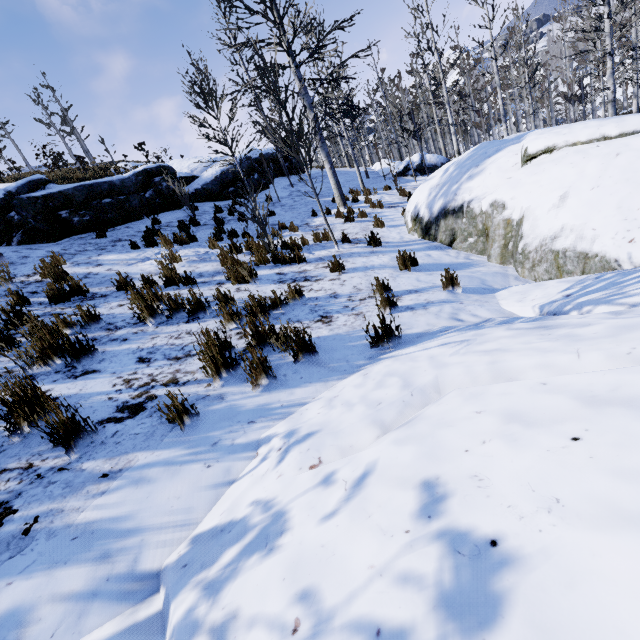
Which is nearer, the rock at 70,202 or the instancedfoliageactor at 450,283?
the instancedfoliageactor at 450,283

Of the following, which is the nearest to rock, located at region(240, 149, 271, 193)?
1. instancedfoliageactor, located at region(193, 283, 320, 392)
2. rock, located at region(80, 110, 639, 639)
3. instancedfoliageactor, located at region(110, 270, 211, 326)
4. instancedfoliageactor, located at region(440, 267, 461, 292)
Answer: instancedfoliageactor, located at region(110, 270, 211, 326)

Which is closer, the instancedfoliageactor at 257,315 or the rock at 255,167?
the instancedfoliageactor at 257,315

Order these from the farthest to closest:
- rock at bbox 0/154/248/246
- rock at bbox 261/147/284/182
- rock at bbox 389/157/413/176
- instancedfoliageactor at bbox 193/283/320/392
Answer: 1. rock at bbox 389/157/413/176
2. rock at bbox 261/147/284/182
3. rock at bbox 0/154/248/246
4. instancedfoliageactor at bbox 193/283/320/392

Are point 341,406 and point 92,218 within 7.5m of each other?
no

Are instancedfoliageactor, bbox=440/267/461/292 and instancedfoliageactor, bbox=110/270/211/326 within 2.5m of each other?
no

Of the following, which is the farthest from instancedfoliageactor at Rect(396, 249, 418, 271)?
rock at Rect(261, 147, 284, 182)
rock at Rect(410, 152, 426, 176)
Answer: rock at Rect(410, 152, 426, 176)
